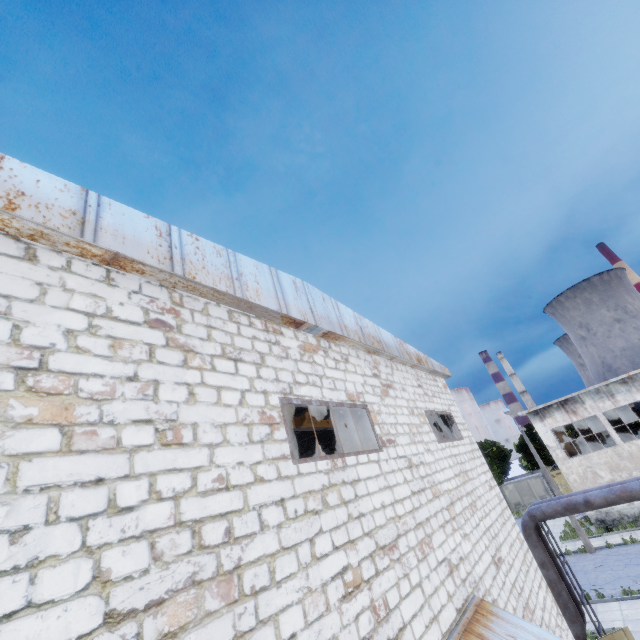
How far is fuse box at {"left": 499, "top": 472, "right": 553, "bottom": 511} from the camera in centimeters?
4294cm

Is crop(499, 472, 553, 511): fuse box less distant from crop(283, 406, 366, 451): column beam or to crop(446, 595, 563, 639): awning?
crop(283, 406, 366, 451): column beam

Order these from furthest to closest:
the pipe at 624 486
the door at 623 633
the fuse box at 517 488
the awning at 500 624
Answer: the fuse box at 517 488, the pipe at 624 486, the door at 623 633, the awning at 500 624

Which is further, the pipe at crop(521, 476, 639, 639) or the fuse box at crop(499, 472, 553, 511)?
the fuse box at crop(499, 472, 553, 511)

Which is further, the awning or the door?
the door

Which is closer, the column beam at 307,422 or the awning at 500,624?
the awning at 500,624

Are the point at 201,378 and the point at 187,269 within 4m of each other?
yes

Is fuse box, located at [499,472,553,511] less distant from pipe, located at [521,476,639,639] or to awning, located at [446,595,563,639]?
pipe, located at [521,476,639,639]
